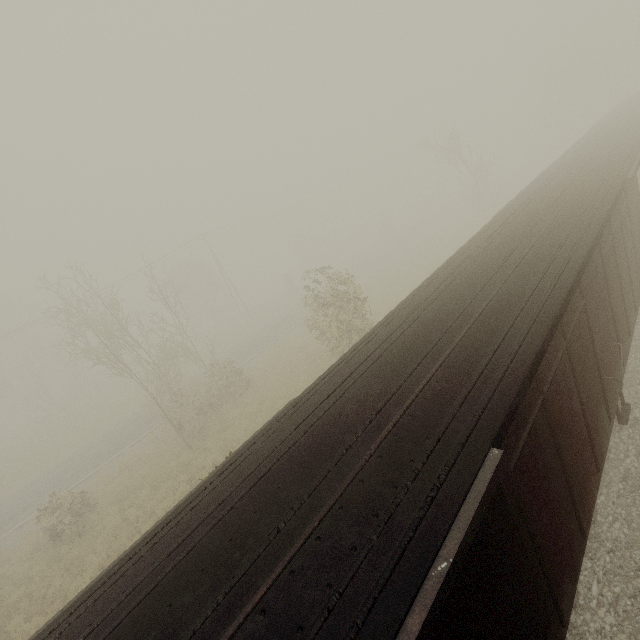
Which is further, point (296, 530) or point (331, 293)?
point (331, 293)
